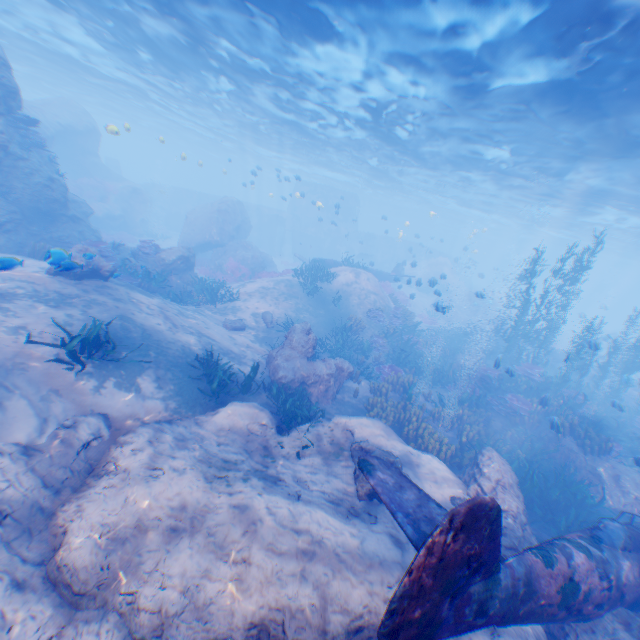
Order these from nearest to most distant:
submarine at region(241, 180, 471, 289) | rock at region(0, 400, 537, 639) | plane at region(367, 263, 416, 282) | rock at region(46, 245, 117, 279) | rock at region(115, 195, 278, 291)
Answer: rock at region(0, 400, 537, 639) < rock at region(46, 245, 117, 279) < rock at region(115, 195, 278, 291) < plane at region(367, 263, 416, 282) < submarine at region(241, 180, 471, 289)

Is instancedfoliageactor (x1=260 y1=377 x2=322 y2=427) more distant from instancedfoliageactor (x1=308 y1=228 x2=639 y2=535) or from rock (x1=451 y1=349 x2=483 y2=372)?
instancedfoliageactor (x1=308 y1=228 x2=639 y2=535)

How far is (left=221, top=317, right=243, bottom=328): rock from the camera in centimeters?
1470cm

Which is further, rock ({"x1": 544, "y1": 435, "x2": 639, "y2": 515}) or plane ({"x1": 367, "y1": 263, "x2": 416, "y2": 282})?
plane ({"x1": 367, "y1": 263, "x2": 416, "y2": 282})

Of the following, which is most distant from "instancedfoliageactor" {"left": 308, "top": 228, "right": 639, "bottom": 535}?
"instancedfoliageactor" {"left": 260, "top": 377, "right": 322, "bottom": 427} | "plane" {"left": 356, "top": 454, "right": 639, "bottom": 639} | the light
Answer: the light

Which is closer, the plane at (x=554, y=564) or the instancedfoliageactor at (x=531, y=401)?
the plane at (x=554, y=564)

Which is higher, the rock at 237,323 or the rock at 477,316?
the rock at 477,316

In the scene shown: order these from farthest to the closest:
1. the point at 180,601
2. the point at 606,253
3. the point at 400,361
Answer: the point at 606,253 → the point at 400,361 → the point at 180,601
